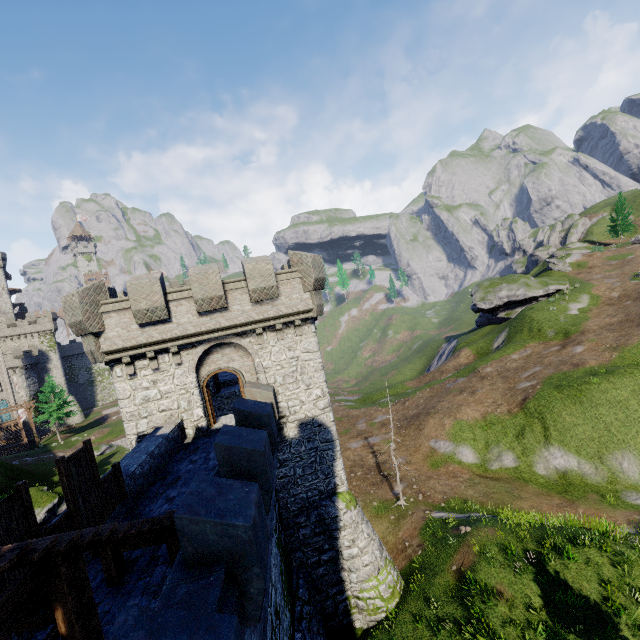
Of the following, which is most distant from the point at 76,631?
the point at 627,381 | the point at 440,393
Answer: the point at 440,393

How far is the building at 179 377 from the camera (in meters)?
14.08

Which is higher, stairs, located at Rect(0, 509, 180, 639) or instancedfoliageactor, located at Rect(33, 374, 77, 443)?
stairs, located at Rect(0, 509, 180, 639)

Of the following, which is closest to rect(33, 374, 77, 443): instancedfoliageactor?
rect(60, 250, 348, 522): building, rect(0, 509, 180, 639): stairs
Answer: rect(60, 250, 348, 522): building

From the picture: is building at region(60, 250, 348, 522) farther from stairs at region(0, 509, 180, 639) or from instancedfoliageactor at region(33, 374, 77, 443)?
instancedfoliageactor at region(33, 374, 77, 443)

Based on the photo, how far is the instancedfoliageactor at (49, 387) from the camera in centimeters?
5147cm
